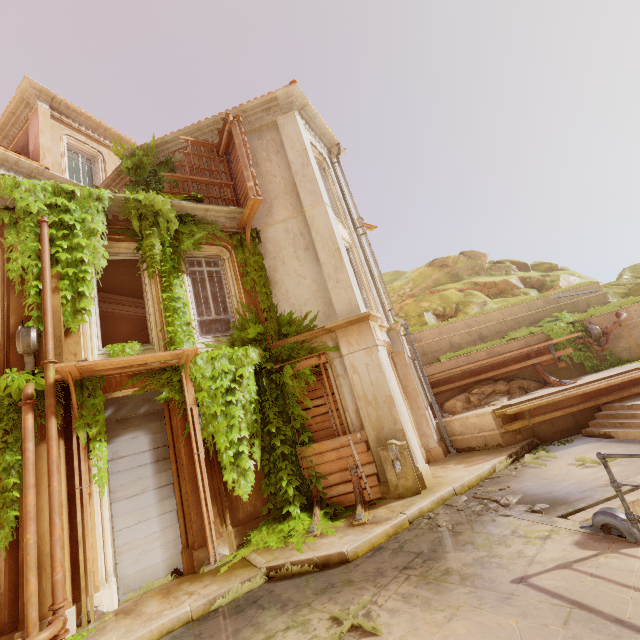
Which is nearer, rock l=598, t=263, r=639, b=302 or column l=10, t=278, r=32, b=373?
column l=10, t=278, r=32, b=373

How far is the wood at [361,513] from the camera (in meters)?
6.60

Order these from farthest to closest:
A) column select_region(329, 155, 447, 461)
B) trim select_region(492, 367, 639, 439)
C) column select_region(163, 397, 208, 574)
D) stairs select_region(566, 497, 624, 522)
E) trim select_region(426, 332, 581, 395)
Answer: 1. trim select_region(426, 332, 581, 395)
2. column select_region(329, 155, 447, 461)
3. trim select_region(492, 367, 639, 439)
4. column select_region(163, 397, 208, 574)
5. stairs select_region(566, 497, 624, 522)

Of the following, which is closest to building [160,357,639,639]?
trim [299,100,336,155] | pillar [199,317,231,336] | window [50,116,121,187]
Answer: pillar [199,317,231,336]

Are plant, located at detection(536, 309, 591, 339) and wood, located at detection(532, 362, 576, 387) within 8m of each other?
yes

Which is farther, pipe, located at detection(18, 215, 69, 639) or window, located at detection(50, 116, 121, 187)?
window, located at detection(50, 116, 121, 187)

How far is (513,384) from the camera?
11.7 meters

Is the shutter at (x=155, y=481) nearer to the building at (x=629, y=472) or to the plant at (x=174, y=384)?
the plant at (x=174, y=384)
